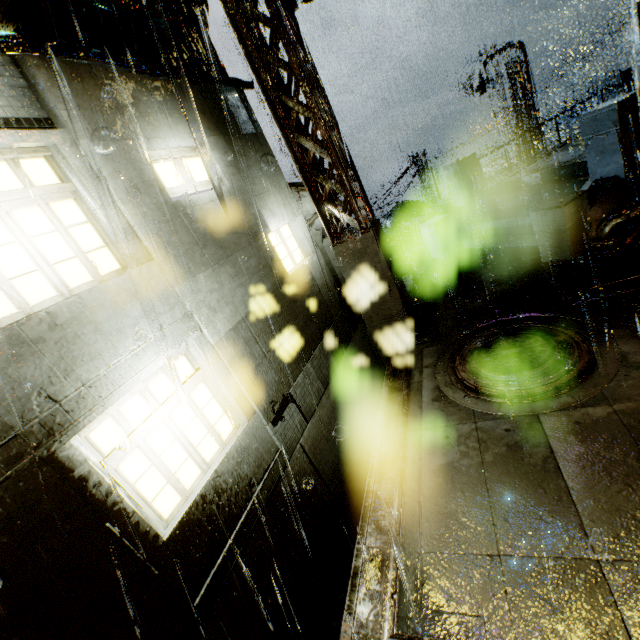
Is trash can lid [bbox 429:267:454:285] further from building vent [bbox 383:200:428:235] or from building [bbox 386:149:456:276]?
building vent [bbox 383:200:428:235]

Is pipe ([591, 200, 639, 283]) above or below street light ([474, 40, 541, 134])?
below

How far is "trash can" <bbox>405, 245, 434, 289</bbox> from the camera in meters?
10.4

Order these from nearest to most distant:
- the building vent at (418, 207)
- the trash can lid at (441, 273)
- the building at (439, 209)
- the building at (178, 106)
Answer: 1. the building at (178, 106)
2. the trash can lid at (441, 273)
3. the building at (439, 209)
4. the building vent at (418, 207)

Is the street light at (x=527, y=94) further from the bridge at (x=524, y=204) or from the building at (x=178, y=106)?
the building at (x=178, y=106)

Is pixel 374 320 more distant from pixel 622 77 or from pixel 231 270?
pixel 622 77

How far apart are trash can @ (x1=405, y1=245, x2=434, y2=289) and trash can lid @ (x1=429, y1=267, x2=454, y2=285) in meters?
0.0

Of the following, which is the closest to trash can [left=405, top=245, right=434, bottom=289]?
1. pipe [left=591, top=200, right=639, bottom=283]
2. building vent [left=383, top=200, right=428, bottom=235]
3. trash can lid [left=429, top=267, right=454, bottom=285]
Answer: trash can lid [left=429, top=267, right=454, bottom=285]
